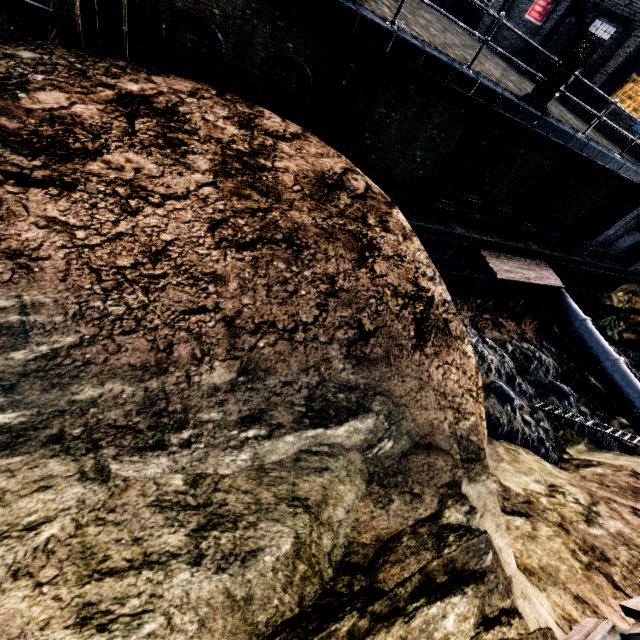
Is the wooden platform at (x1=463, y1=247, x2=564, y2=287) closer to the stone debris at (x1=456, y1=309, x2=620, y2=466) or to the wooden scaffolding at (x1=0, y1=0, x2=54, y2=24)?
the stone debris at (x1=456, y1=309, x2=620, y2=466)

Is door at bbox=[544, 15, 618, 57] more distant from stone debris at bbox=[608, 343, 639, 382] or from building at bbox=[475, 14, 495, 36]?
stone debris at bbox=[608, 343, 639, 382]

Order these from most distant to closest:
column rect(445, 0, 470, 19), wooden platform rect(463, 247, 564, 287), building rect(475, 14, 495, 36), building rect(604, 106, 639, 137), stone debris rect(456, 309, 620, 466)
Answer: column rect(445, 0, 470, 19)
building rect(475, 14, 495, 36)
building rect(604, 106, 639, 137)
wooden platform rect(463, 247, 564, 287)
stone debris rect(456, 309, 620, 466)

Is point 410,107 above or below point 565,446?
above

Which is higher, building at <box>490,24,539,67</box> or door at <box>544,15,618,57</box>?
door at <box>544,15,618,57</box>

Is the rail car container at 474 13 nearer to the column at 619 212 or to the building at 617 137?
the building at 617 137

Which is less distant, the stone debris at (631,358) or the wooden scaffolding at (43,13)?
the wooden scaffolding at (43,13)
